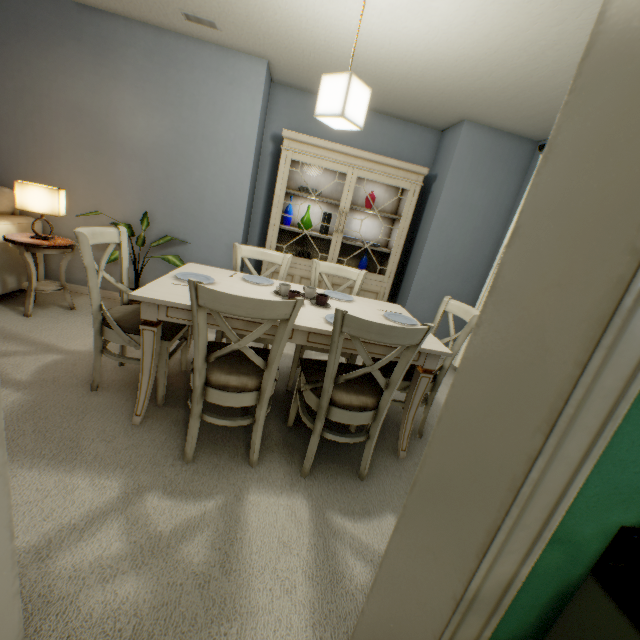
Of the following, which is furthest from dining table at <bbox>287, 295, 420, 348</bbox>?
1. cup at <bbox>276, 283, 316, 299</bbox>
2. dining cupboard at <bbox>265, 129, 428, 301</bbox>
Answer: dining cupboard at <bbox>265, 129, 428, 301</bbox>

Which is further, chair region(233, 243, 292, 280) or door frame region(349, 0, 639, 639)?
chair region(233, 243, 292, 280)

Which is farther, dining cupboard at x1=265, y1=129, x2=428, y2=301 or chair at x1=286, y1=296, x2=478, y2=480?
dining cupboard at x1=265, y1=129, x2=428, y2=301

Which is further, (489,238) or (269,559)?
(489,238)

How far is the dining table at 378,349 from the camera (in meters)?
1.73

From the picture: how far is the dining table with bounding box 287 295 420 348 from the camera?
1.7m

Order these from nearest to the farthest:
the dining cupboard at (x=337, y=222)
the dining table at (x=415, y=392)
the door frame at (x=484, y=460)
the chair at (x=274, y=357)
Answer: the door frame at (x=484, y=460) < the chair at (x=274, y=357) < the dining table at (x=415, y=392) < the dining cupboard at (x=337, y=222)
